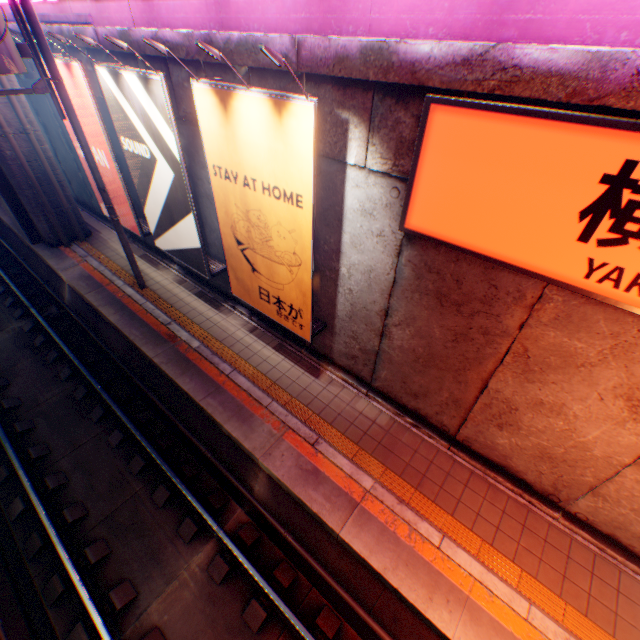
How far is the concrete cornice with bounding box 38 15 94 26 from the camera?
7.1 meters

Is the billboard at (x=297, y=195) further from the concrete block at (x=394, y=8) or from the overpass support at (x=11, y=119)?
the overpass support at (x=11, y=119)

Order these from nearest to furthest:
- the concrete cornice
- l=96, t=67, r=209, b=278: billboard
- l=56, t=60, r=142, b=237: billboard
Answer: l=96, t=67, r=209, b=278: billboard < the concrete cornice < l=56, t=60, r=142, b=237: billboard

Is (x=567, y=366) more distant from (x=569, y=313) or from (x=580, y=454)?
(x=580, y=454)

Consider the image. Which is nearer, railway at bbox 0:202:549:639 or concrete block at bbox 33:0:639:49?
concrete block at bbox 33:0:639:49

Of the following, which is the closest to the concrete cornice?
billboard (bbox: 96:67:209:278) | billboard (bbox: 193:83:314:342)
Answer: billboard (bbox: 96:67:209:278)

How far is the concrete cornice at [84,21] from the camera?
7.1 meters

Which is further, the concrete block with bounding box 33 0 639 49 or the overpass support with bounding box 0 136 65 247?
the overpass support with bounding box 0 136 65 247
